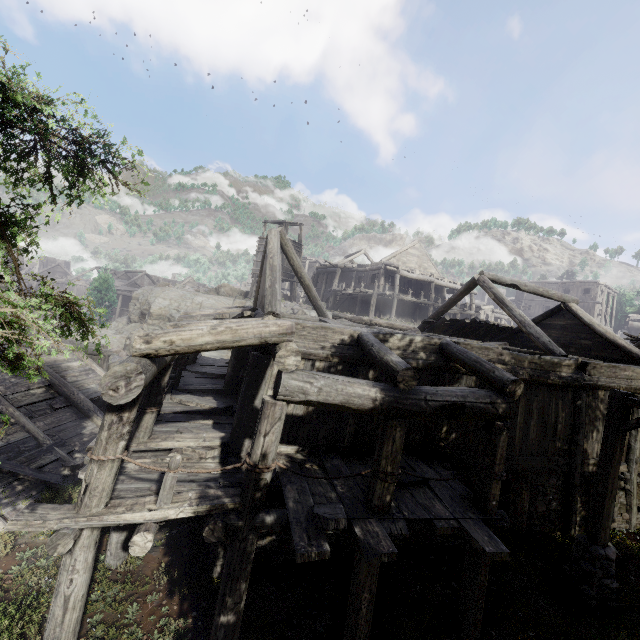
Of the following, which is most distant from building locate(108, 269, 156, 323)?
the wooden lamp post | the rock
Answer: the wooden lamp post

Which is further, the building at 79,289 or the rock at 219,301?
the building at 79,289

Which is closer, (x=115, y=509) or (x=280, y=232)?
(x=115, y=509)

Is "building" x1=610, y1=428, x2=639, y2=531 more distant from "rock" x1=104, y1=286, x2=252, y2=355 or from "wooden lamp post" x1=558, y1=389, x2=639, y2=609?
"wooden lamp post" x1=558, y1=389, x2=639, y2=609

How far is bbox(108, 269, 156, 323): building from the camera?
47.2 meters

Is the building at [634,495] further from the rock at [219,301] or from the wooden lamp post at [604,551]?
the wooden lamp post at [604,551]

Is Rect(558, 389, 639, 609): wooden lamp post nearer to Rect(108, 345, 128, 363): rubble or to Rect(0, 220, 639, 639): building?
Rect(0, 220, 639, 639): building
